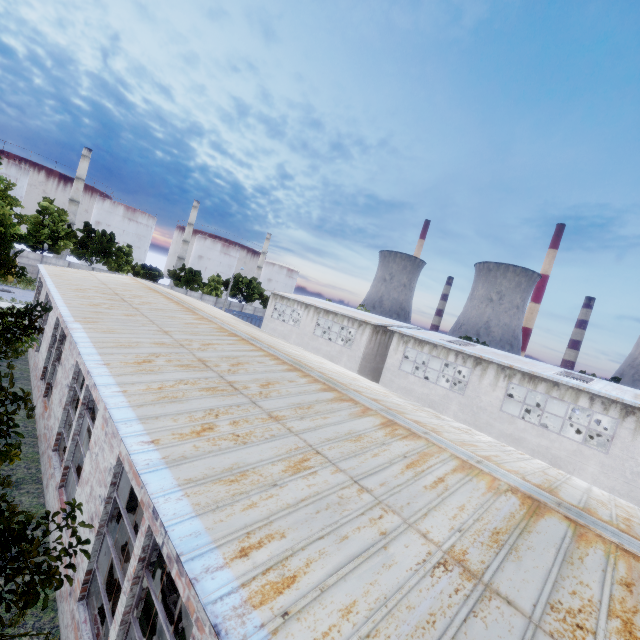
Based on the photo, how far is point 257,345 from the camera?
13.8 meters

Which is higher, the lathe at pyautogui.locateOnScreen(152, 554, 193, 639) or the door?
the door

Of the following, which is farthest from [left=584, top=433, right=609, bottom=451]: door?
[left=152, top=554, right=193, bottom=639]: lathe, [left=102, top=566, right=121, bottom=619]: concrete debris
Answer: [left=152, top=554, right=193, bottom=639]: lathe

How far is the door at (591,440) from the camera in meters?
29.5

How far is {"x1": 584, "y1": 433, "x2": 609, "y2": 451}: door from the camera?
29.5m

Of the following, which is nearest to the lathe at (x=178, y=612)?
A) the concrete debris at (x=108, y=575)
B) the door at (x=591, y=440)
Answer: the concrete debris at (x=108, y=575)

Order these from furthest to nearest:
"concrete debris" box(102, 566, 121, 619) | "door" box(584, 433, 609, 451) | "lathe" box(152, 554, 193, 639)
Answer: "door" box(584, 433, 609, 451)
"concrete debris" box(102, 566, 121, 619)
"lathe" box(152, 554, 193, 639)

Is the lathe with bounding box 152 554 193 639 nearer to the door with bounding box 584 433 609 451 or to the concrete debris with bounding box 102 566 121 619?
the concrete debris with bounding box 102 566 121 619
